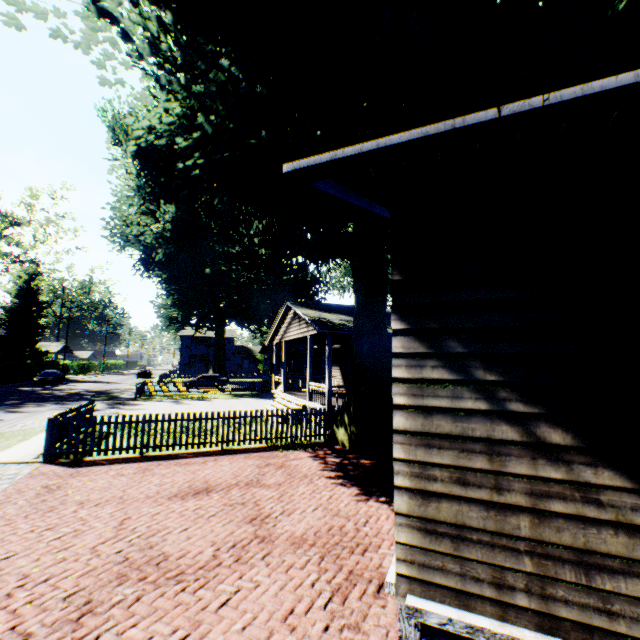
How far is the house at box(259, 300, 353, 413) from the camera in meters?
14.3

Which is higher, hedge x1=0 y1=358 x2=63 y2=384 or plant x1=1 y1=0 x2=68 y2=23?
plant x1=1 y1=0 x2=68 y2=23

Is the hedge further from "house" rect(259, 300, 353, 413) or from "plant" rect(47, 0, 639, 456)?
"house" rect(259, 300, 353, 413)

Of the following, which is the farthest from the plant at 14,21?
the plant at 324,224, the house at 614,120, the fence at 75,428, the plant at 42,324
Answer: the plant at 42,324

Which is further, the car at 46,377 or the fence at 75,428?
the car at 46,377

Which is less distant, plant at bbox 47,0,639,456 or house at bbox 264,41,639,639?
house at bbox 264,41,639,639

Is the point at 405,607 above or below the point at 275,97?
below

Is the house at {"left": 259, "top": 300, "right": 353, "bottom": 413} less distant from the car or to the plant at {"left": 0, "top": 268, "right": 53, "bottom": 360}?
the car
